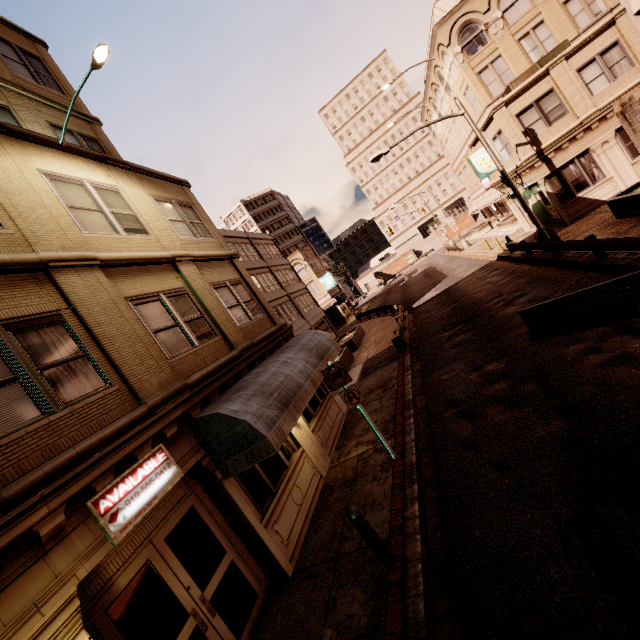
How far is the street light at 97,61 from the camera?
7.4 meters

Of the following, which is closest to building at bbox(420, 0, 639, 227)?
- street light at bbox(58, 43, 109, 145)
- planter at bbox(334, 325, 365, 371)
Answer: street light at bbox(58, 43, 109, 145)

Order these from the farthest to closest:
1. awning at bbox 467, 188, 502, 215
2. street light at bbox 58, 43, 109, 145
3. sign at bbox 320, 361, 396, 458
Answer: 1. awning at bbox 467, 188, 502, 215
2. sign at bbox 320, 361, 396, 458
3. street light at bbox 58, 43, 109, 145

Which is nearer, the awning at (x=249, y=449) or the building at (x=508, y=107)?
the awning at (x=249, y=449)

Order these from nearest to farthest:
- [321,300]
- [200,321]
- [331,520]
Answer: [331,520], [200,321], [321,300]

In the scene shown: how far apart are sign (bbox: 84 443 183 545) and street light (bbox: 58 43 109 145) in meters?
8.0 m

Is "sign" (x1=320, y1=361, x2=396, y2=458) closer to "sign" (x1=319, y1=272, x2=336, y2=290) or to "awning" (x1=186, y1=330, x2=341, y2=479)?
"awning" (x1=186, y1=330, x2=341, y2=479)

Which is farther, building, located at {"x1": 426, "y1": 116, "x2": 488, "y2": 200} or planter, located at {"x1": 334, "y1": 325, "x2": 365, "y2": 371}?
building, located at {"x1": 426, "y1": 116, "x2": 488, "y2": 200}
